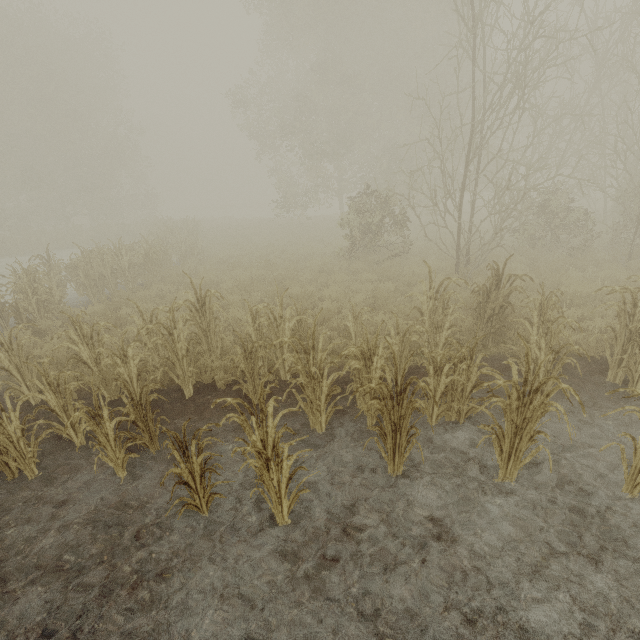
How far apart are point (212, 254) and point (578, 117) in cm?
4056

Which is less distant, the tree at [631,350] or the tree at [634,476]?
the tree at [634,476]

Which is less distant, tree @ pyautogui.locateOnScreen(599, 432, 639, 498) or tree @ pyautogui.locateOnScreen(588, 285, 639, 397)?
tree @ pyautogui.locateOnScreen(599, 432, 639, 498)
